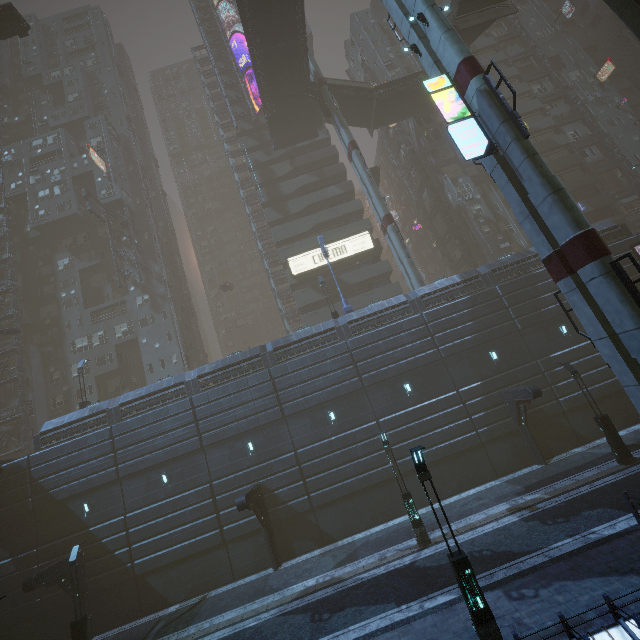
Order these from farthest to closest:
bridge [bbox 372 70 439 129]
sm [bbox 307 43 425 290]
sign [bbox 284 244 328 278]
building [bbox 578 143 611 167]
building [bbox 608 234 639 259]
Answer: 1. building [bbox 578 143 611 167]
2. sign [bbox 284 244 328 278]
3. bridge [bbox 372 70 439 129]
4. sm [bbox 307 43 425 290]
5. building [bbox 608 234 639 259]

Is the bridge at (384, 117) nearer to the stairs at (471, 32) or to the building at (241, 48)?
the stairs at (471, 32)

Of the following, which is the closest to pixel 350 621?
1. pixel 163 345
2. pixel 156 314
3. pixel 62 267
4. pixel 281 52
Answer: pixel 163 345

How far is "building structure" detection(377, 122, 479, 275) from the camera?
39.28m

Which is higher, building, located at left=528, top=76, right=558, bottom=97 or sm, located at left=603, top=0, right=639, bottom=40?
building, located at left=528, top=76, right=558, bottom=97

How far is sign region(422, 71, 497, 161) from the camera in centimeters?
1325cm

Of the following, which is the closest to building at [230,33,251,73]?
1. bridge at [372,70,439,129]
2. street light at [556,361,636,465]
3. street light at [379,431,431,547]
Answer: bridge at [372,70,439,129]

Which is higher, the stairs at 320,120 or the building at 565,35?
the stairs at 320,120
